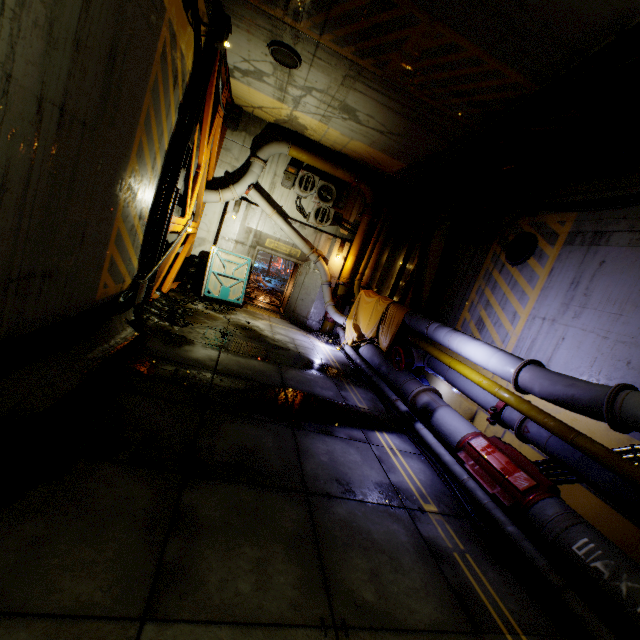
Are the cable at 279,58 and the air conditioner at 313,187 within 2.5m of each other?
no

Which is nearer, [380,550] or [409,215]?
[380,550]

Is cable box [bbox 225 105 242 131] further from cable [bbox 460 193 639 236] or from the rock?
cable [bbox 460 193 639 236]

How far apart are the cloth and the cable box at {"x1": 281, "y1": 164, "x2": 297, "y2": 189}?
4.9 meters

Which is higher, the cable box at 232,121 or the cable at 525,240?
the cable box at 232,121

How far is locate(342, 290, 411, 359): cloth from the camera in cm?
998

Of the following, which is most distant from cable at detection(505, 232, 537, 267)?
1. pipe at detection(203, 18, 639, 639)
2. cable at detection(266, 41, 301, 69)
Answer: cable at detection(266, 41, 301, 69)

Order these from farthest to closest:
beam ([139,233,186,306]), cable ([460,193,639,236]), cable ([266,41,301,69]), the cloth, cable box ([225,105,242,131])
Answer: cable box ([225,105,242,131]), the cloth, beam ([139,233,186,306]), cable ([266,41,301,69]), cable ([460,193,639,236])
